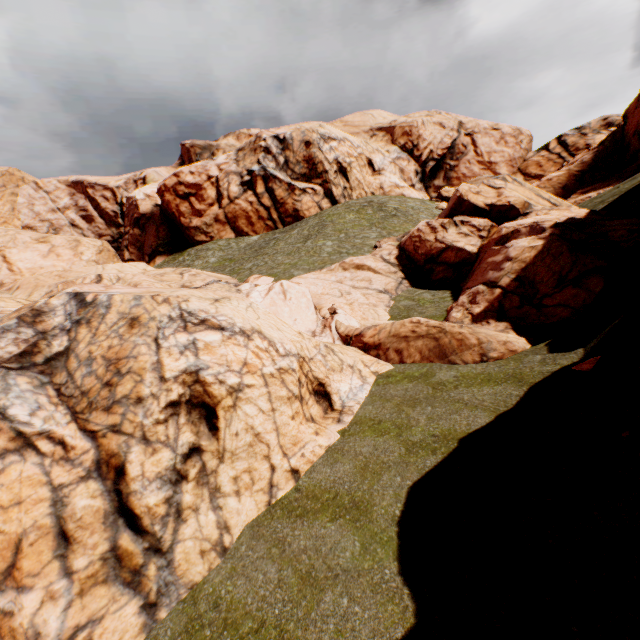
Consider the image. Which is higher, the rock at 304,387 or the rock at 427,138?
the rock at 427,138

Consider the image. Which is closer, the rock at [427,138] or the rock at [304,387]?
the rock at [304,387]

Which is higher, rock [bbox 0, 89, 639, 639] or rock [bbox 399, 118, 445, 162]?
rock [bbox 399, 118, 445, 162]

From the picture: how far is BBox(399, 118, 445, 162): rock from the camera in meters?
59.0 m

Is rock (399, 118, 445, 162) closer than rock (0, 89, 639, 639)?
No

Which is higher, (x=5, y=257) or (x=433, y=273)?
(x=5, y=257)
